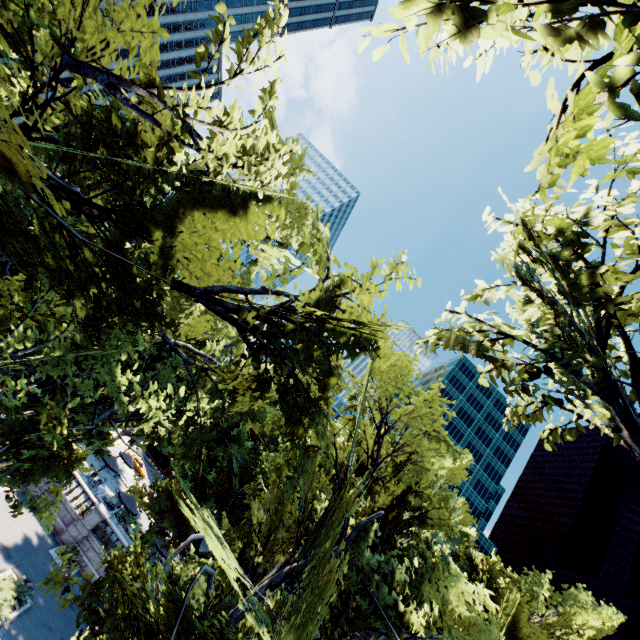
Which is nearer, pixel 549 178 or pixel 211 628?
pixel 549 178

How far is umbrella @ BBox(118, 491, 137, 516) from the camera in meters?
30.1 m

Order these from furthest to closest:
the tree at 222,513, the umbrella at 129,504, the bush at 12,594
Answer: the umbrella at 129,504
the bush at 12,594
the tree at 222,513

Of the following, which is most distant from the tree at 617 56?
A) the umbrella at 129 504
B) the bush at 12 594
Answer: the bush at 12 594

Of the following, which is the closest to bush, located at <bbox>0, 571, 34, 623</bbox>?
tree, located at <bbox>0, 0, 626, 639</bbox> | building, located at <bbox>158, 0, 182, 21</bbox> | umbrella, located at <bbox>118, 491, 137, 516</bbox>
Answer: tree, located at <bbox>0, 0, 626, 639</bbox>

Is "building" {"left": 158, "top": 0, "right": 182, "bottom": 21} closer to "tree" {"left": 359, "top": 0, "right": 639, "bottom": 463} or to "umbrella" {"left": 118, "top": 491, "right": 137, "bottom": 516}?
"tree" {"left": 359, "top": 0, "right": 639, "bottom": 463}

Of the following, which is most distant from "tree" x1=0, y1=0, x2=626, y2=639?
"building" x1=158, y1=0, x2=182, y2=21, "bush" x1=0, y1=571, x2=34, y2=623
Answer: "building" x1=158, y1=0, x2=182, y2=21
